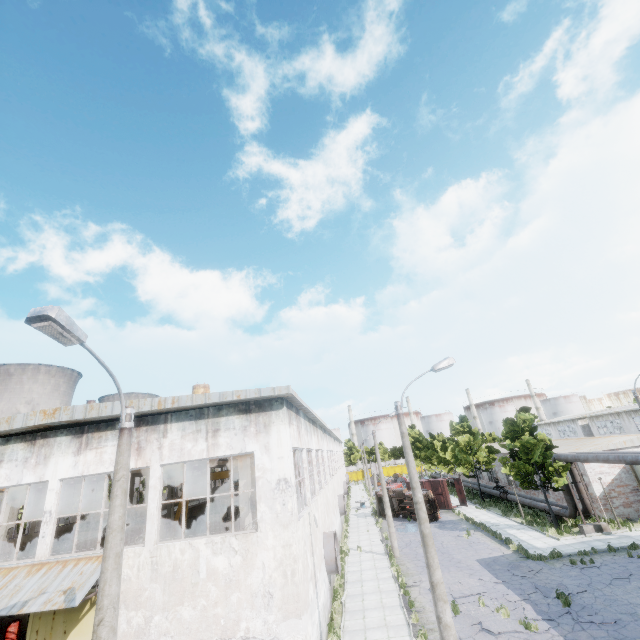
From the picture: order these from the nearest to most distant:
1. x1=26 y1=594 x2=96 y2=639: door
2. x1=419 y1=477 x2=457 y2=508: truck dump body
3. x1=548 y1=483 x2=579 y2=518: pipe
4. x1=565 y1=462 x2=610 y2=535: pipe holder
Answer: x1=26 y1=594 x2=96 y2=639: door → x1=565 y1=462 x2=610 y2=535: pipe holder → x1=548 y1=483 x2=579 y2=518: pipe → x1=419 y1=477 x2=457 y2=508: truck dump body

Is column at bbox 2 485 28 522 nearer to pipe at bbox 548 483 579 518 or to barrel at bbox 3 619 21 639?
barrel at bbox 3 619 21 639

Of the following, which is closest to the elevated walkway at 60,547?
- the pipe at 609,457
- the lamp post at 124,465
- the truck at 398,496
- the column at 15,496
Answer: the column at 15,496

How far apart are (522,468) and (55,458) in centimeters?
3073cm

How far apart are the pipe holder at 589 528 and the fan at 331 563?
17.98m

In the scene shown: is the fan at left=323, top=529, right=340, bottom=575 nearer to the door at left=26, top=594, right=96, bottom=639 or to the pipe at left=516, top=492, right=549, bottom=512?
the door at left=26, top=594, right=96, bottom=639

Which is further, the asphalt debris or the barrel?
the barrel

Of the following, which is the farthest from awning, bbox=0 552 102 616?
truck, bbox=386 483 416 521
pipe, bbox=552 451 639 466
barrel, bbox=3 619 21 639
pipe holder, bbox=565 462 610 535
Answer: truck, bbox=386 483 416 521
